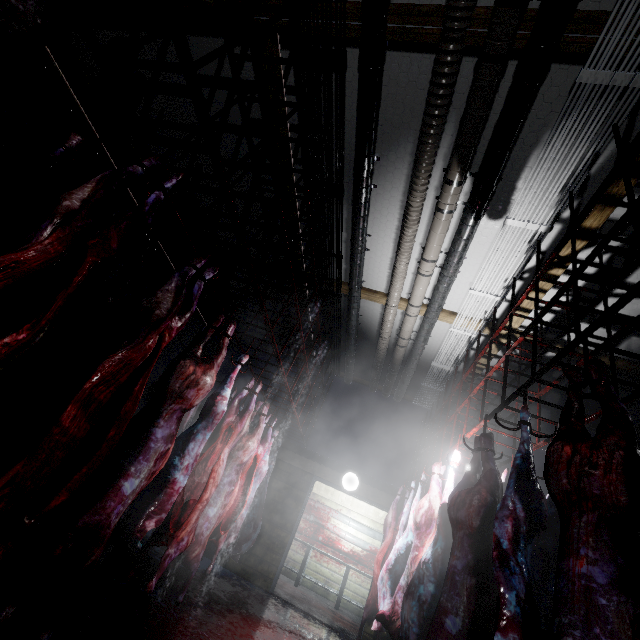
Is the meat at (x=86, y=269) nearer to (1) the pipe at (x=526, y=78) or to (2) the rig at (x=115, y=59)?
(2) the rig at (x=115, y=59)

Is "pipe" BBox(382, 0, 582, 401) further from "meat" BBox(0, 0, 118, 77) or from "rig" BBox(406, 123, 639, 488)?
"meat" BBox(0, 0, 118, 77)

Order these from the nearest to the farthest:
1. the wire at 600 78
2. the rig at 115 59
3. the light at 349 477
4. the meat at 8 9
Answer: the meat at 8 9 < the rig at 115 59 < the wire at 600 78 < the light at 349 477

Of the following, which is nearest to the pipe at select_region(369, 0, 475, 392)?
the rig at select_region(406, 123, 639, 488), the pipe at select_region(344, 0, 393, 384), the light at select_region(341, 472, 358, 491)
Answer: the pipe at select_region(344, 0, 393, 384)

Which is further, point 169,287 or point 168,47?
point 168,47

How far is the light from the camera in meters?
5.9

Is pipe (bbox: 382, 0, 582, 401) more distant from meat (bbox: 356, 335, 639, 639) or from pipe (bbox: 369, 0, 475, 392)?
meat (bbox: 356, 335, 639, 639)

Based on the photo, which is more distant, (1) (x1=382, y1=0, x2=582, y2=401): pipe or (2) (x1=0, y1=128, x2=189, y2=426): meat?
(1) (x1=382, y1=0, x2=582, y2=401): pipe
